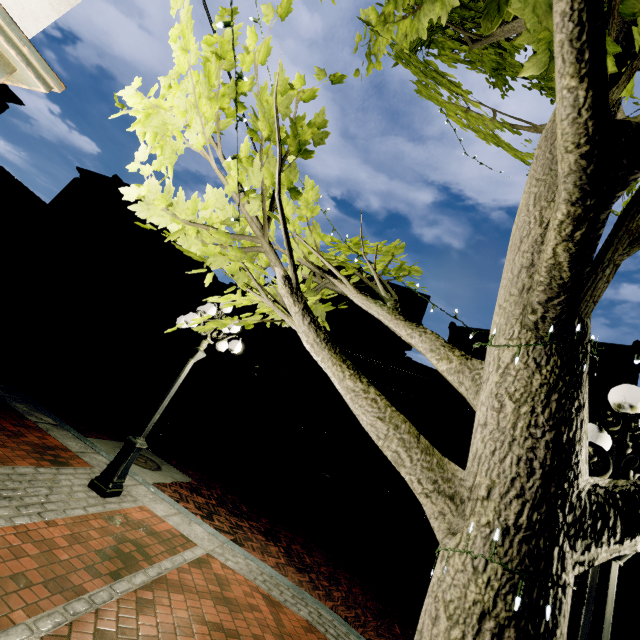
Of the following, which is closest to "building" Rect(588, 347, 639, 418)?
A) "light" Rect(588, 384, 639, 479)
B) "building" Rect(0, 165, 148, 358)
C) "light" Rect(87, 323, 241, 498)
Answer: "building" Rect(0, 165, 148, 358)

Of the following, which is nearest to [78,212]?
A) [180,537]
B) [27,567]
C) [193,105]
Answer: [180,537]

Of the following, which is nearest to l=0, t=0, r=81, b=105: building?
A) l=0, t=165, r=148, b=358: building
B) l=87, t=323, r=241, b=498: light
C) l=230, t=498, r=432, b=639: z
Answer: l=230, t=498, r=432, b=639: z

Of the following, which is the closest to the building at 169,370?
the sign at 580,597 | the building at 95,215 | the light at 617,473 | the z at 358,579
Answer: the z at 358,579

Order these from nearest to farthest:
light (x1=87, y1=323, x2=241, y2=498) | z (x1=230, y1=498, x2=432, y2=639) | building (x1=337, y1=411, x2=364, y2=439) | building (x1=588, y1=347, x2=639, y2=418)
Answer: light (x1=87, y1=323, x2=241, y2=498), z (x1=230, y1=498, x2=432, y2=639), building (x1=588, y1=347, x2=639, y2=418), building (x1=337, y1=411, x2=364, y2=439)

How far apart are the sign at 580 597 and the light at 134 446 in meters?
4.6

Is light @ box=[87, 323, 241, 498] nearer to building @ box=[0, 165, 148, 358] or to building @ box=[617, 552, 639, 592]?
building @ box=[617, 552, 639, 592]

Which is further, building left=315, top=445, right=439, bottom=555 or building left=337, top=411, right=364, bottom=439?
building left=337, top=411, right=364, bottom=439
